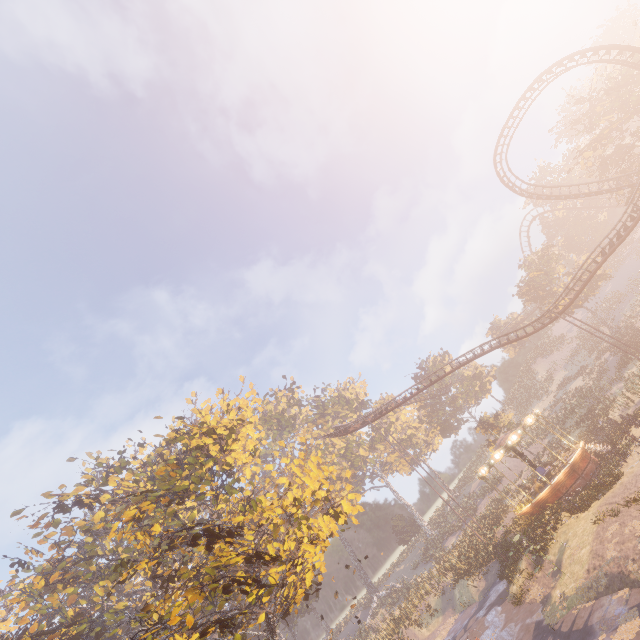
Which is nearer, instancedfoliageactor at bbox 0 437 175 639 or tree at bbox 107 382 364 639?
tree at bbox 107 382 364 639

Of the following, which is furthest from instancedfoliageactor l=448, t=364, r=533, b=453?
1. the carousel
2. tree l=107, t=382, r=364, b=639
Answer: tree l=107, t=382, r=364, b=639

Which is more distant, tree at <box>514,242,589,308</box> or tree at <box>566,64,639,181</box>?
tree at <box>514,242,589,308</box>

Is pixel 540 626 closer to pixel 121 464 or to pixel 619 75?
pixel 121 464

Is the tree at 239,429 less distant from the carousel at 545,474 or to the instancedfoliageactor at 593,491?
the instancedfoliageactor at 593,491

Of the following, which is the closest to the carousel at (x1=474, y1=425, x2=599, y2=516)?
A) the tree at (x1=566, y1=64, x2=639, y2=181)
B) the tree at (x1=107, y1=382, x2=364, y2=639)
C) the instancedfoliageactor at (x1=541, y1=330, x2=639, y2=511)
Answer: the instancedfoliageactor at (x1=541, y1=330, x2=639, y2=511)

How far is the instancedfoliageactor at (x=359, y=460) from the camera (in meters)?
55.38

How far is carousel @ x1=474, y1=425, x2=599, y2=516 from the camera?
22.9m
